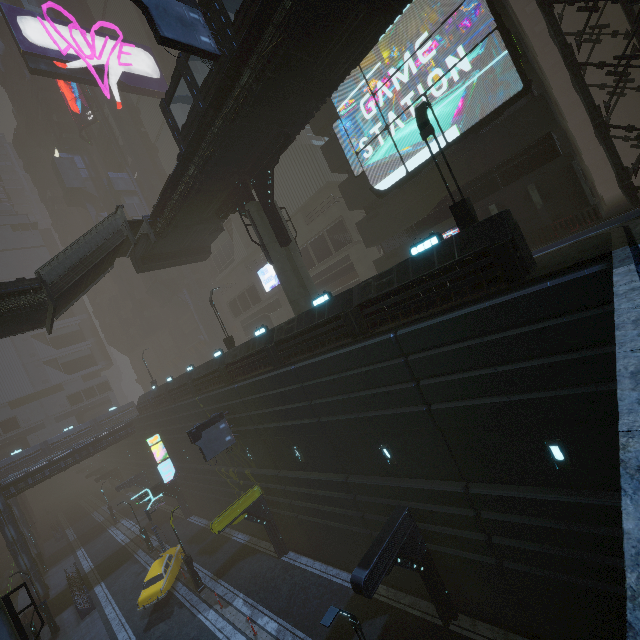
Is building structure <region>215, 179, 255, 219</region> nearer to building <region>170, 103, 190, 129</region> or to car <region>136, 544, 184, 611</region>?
building <region>170, 103, 190, 129</region>

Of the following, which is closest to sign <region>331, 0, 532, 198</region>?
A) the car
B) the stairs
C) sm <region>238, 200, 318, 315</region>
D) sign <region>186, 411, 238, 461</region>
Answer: sm <region>238, 200, 318, 315</region>

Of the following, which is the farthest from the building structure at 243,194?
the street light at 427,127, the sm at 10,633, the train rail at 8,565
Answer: the train rail at 8,565

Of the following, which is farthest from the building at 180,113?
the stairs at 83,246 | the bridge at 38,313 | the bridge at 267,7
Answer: the stairs at 83,246

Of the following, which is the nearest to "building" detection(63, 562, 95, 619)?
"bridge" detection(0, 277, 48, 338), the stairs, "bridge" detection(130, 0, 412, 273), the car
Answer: the car

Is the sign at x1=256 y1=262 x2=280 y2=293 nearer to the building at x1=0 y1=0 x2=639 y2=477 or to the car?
the building at x1=0 y1=0 x2=639 y2=477

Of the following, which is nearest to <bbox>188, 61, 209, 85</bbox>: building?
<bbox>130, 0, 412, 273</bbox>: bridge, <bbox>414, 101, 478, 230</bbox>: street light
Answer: <bbox>414, 101, 478, 230</bbox>: street light

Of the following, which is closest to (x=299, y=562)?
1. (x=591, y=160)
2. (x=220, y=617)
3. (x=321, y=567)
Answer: (x=321, y=567)
